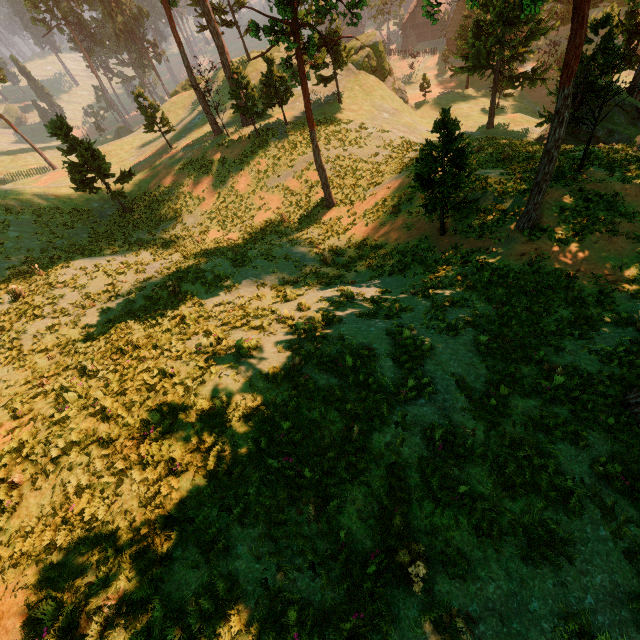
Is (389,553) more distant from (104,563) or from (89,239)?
(89,239)

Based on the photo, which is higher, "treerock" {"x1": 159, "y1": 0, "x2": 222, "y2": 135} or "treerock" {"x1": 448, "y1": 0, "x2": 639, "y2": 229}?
"treerock" {"x1": 159, "y1": 0, "x2": 222, "y2": 135}

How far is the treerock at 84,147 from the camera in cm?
2500

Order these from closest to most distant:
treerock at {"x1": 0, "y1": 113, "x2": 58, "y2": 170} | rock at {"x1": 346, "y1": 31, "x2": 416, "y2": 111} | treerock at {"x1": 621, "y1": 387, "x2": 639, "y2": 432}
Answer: treerock at {"x1": 621, "y1": 387, "x2": 639, "y2": 432}
rock at {"x1": 346, "y1": 31, "x2": 416, "y2": 111}
treerock at {"x1": 0, "y1": 113, "x2": 58, "y2": 170}

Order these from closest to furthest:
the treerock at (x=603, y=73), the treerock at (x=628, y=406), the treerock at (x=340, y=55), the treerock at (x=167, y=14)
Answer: the treerock at (x=628, y=406) → the treerock at (x=603, y=73) → the treerock at (x=340, y=55) → the treerock at (x=167, y=14)

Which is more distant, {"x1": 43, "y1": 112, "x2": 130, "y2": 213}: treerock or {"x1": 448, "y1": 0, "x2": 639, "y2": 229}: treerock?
{"x1": 43, "y1": 112, "x2": 130, "y2": 213}: treerock

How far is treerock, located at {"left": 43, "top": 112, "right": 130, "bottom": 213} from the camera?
25.0m
